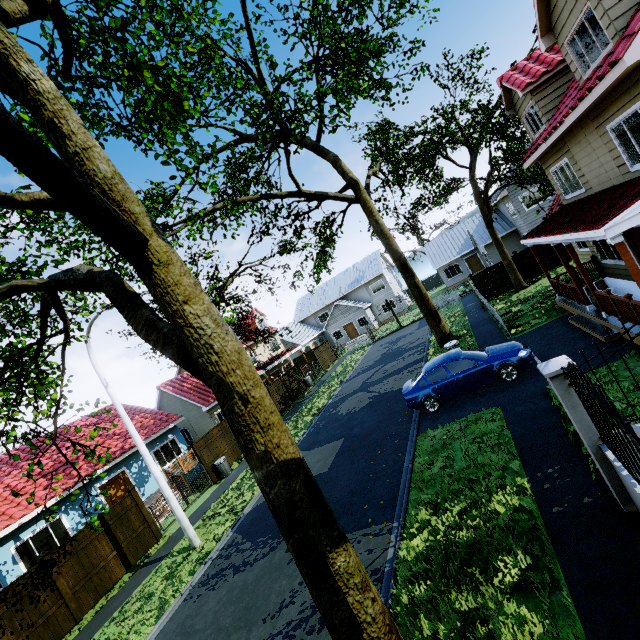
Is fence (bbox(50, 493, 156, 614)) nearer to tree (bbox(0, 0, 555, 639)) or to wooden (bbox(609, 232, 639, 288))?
tree (bbox(0, 0, 555, 639))

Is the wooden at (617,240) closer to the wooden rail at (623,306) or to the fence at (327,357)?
the wooden rail at (623,306)

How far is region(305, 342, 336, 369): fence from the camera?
33.7m

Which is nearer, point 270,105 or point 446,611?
point 446,611

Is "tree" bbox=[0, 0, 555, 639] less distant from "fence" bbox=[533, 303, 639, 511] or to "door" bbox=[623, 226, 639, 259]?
"fence" bbox=[533, 303, 639, 511]

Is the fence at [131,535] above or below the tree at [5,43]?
below

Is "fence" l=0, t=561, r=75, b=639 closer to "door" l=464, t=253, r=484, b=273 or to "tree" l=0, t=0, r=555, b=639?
"tree" l=0, t=0, r=555, b=639

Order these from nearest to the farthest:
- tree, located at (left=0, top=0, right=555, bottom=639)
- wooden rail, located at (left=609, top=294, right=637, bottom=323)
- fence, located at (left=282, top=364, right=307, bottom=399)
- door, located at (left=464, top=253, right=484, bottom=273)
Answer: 1. tree, located at (left=0, top=0, right=555, bottom=639)
2. wooden rail, located at (left=609, top=294, right=637, bottom=323)
3. fence, located at (left=282, top=364, right=307, bottom=399)
4. door, located at (left=464, top=253, right=484, bottom=273)
